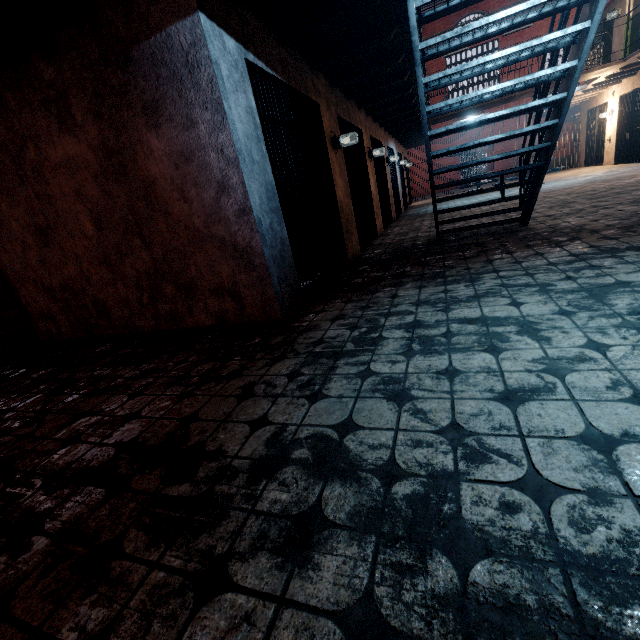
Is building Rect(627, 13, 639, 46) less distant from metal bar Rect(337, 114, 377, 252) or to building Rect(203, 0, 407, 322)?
building Rect(203, 0, 407, 322)

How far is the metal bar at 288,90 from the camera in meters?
3.3

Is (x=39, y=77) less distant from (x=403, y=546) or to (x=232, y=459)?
(x=232, y=459)

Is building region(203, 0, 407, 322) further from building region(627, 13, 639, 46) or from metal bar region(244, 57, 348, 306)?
building region(627, 13, 639, 46)

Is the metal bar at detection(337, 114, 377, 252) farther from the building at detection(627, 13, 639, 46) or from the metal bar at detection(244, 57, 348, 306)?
the building at detection(627, 13, 639, 46)

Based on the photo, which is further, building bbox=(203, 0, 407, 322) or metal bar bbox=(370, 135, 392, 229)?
metal bar bbox=(370, 135, 392, 229)

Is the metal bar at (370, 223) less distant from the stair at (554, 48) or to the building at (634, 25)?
the stair at (554, 48)

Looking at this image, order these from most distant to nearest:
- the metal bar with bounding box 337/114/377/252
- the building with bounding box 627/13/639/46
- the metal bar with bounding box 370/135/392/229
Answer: the building with bounding box 627/13/639/46 → the metal bar with bounding box 370/135/392/229 → the metal bar with bounding box 337/114/377/252
